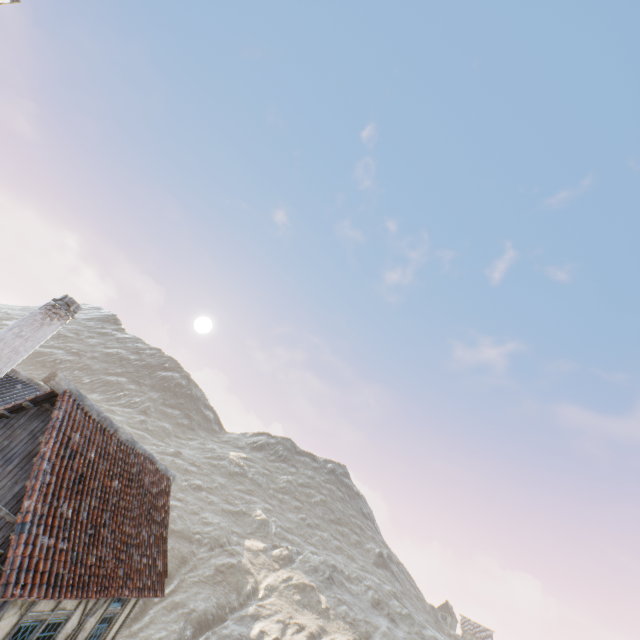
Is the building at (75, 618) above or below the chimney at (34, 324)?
below

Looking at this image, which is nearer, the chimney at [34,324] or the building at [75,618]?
the building at [75,618]

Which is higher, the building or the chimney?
the chimney

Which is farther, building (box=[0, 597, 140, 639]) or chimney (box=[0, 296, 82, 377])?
chimney (box=[0, 296, 82, 377])

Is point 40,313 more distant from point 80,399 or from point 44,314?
point 80,399
